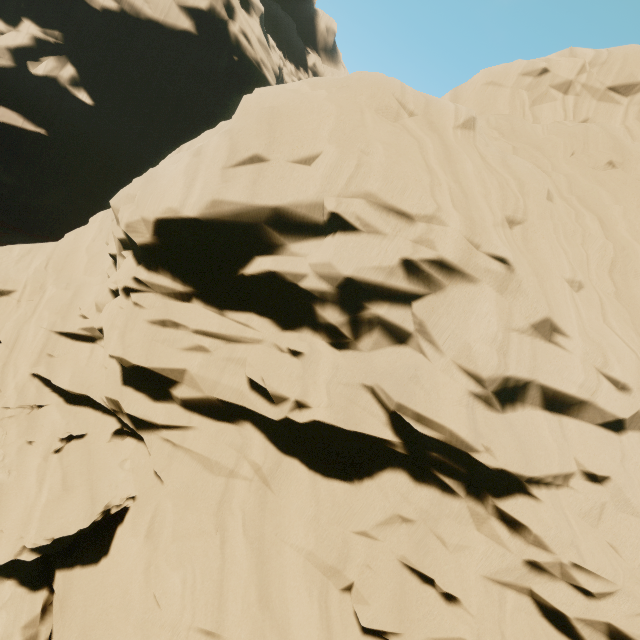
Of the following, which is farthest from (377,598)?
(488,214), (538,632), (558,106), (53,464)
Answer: (558,106)
